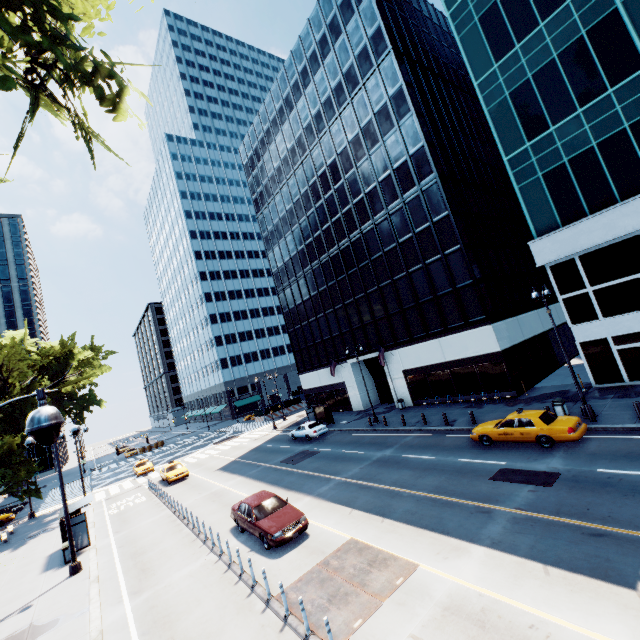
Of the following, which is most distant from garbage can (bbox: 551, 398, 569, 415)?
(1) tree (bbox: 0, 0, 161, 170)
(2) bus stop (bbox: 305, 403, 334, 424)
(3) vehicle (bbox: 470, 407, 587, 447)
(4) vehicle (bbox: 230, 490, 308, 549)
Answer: (1) tree (bbox: 0, 0, 161, 170)

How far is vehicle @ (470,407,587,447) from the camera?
14.8m

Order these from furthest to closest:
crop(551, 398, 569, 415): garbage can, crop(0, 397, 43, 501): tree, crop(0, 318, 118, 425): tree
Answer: crop(0, 318, 118, 425): tree, crop(0, 397, 43, 501): tree, crop(551, 398, 569, 415): garbage can

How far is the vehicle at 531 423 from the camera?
14.8 meters

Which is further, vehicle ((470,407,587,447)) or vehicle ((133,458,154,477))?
vehicle ((133,458,154,477))

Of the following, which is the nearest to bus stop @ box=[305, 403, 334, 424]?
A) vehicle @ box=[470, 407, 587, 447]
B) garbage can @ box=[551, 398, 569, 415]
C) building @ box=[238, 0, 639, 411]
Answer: building @ box=[238, 0, 639, 411]

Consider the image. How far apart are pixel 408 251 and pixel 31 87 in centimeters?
2728cm

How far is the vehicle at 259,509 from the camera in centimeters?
1309cm
